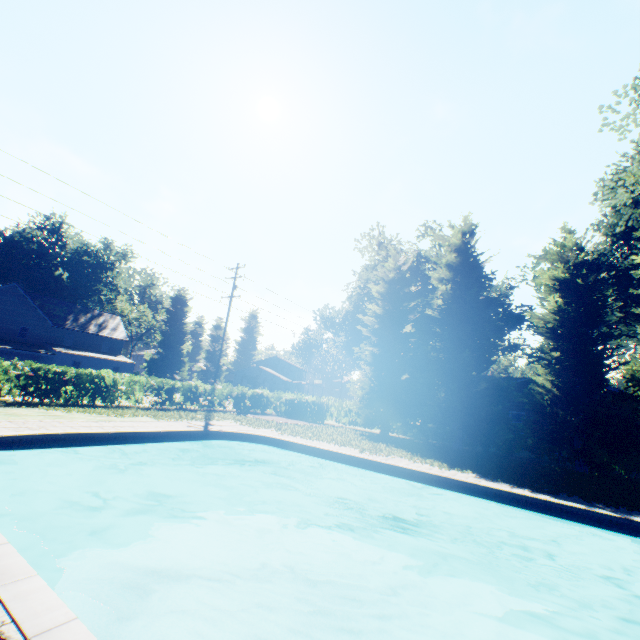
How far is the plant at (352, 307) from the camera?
36.1m

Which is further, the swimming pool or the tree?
the tree

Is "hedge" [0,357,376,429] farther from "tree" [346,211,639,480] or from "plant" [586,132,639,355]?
"plant" [586,132,639,355]

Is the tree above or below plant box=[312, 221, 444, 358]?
below

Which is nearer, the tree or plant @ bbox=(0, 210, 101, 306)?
the tree

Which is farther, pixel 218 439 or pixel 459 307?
pixel 459 307

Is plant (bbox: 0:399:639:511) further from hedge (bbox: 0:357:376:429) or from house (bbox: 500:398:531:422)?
house (bbox: 500:398:531:422)

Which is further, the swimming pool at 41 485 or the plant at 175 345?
the plant at 175 345
